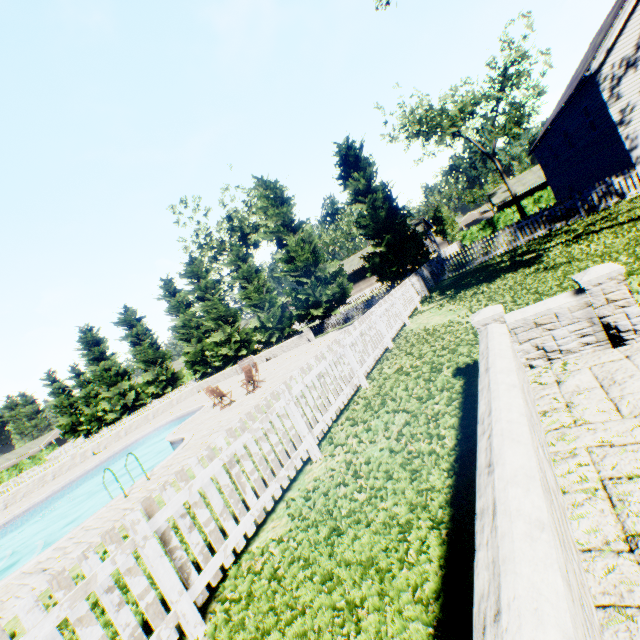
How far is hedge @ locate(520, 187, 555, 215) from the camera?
35.94m

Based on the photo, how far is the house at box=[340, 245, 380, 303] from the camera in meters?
45.8

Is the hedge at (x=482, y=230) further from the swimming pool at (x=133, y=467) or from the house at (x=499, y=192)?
the swimming pool at (x=133, y=467)

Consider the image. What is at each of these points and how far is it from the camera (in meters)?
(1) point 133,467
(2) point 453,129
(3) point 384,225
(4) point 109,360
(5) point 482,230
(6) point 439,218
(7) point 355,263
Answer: (1) swimming pool, 20.62
(2) tree, 33.00
(3) tree, 23.08
(4) tree, 39.44
(5) hedge, 39.75
(6) tree, 52.03
(7) house, 47.06

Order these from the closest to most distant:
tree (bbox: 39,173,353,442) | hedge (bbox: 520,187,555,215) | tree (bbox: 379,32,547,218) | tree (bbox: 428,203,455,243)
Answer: tree (bbox: 39,173,353,442)
tree (bbox: 379,32,547,218)
hedge (bbox: 520,187,555,215)
tree (bbox: 428,203,455,243)

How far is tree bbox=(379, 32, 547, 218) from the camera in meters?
31.7 m

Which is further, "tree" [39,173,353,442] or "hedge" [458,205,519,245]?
"hedge" [458,205,519,245]

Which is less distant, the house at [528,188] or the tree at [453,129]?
the tree at [453,129]
